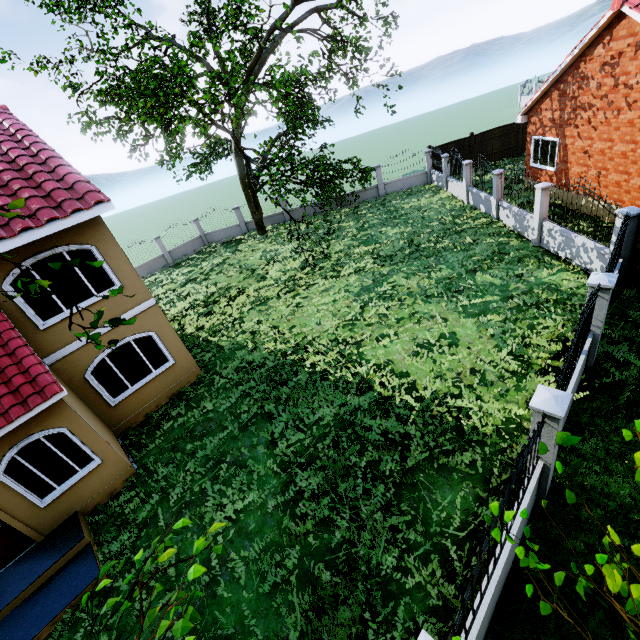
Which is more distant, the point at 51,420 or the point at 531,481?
the point at 51,420

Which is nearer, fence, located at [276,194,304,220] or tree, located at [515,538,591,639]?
tree, located at [515,538,591,639]

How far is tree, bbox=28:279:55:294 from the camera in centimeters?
264cm

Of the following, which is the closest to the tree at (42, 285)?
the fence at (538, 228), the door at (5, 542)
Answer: the fence at (538, 228)

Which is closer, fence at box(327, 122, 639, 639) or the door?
fence at box(327, 122, 639, 639)

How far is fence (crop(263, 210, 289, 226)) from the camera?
25.8m

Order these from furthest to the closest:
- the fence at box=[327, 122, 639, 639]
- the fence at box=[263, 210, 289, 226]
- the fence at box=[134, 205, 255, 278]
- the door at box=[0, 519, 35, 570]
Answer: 1. the fence at box=[263, 210, 289, 226]
2. the fence at box=[134, 205, 255, 278]
3. the door at box=[0, 519, 35, 570]
4. the fence at box=[327, 122, 639, 639]

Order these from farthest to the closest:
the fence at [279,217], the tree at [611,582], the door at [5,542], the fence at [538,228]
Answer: the fence at [279,217] → the door at [5,542] → the fence at [538,228] → the tree at [611,582]
